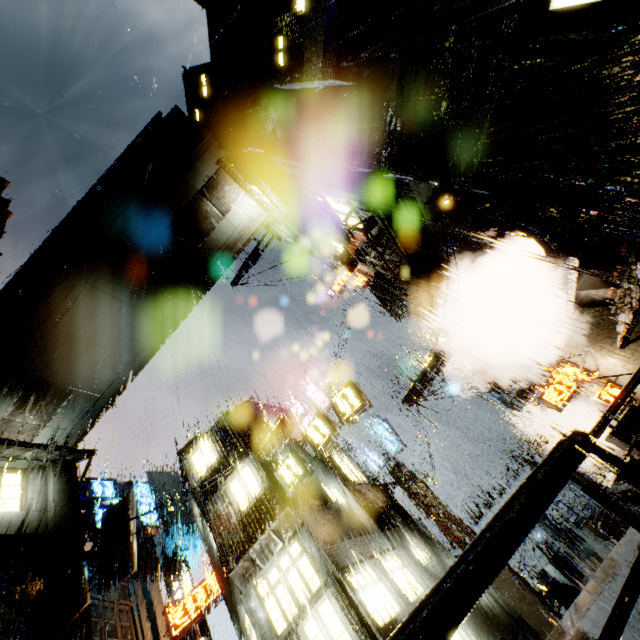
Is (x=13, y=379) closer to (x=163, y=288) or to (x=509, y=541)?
(x=163, y=288)

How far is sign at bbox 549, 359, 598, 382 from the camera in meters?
12.0 m

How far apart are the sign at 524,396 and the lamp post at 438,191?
14.77m

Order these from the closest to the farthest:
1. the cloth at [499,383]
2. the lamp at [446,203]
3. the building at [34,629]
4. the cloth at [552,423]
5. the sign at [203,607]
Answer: the lamp at [446,203] → the building at [34,629] → the cloth at [499,383] → the cloth at [552,423] → the sign at [203,607]

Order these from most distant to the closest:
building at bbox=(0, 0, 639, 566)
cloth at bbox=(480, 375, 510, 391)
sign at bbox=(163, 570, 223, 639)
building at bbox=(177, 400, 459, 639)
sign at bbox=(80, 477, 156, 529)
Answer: sign at bbox=(163, 570, 223, 639)
cloth at bbox=(480, 375, 510, 391)
sign at bbox=(80, 477, 156, 529)
building at bbox=(177, 400, 459, 639)
building at bbox=(0, 0, 639, 566)

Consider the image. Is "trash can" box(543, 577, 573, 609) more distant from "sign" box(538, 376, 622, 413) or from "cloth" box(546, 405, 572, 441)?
"sign" box(538, 376, 622, 413)

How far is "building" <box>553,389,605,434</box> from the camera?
15.3 meters

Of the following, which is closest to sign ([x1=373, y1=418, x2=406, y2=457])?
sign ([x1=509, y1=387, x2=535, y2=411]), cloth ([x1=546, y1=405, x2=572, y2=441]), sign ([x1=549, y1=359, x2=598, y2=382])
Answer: sign ([x1=509, y1=387, x2=535, y2=411])
